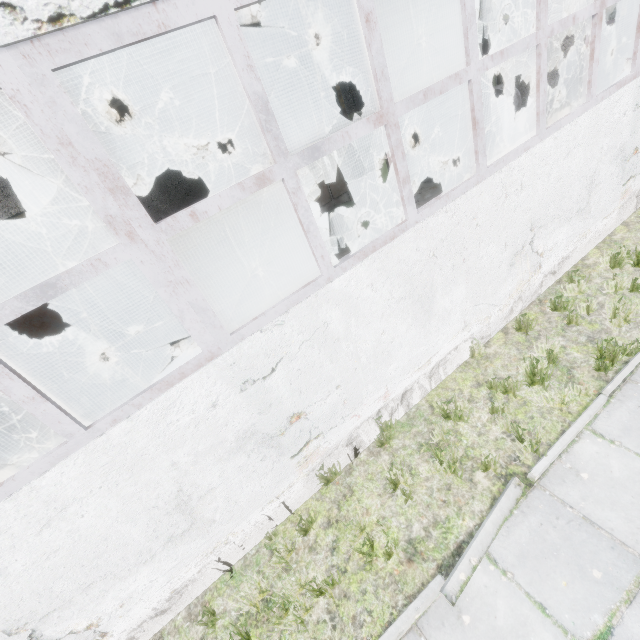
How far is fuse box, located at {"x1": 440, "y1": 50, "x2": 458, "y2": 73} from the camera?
24.2 meters

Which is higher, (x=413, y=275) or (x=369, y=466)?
(x=413, y=275)

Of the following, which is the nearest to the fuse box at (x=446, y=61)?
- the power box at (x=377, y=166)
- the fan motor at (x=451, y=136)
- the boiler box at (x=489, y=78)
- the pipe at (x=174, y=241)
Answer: the pipe at (x=174, y=241)

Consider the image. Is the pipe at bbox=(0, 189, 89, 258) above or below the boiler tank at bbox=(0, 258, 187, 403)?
above

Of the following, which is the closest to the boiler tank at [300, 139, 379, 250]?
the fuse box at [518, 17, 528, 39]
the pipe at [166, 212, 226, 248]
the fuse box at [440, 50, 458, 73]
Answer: the pipe at [166, 212, 226, 248]

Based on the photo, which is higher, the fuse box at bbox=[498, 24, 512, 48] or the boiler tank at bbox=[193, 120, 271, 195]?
the boiler tank at bbox=[193, 120, 271, 195]

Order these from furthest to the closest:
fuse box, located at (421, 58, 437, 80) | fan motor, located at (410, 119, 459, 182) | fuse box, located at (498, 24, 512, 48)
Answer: fuse box, located at (498, 24, 512, 48) → fuse box, located at (421, 58, 437, 80) → fan motor, located at (410, 119, 459, 182)

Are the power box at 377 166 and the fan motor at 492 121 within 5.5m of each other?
→ no
